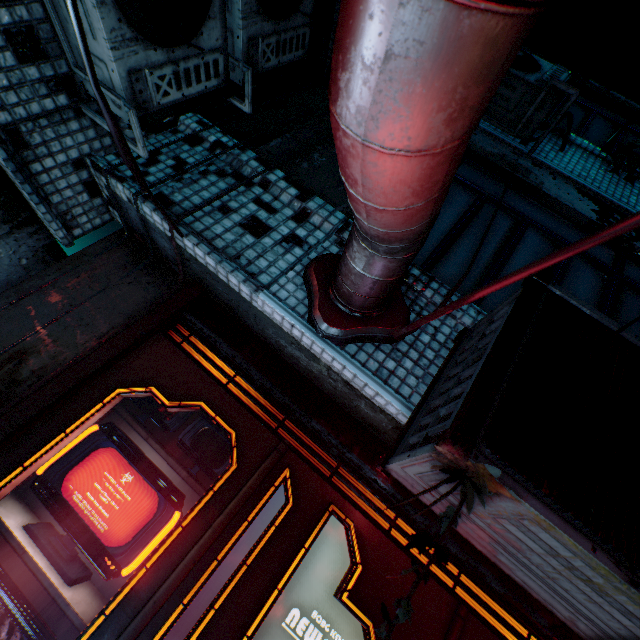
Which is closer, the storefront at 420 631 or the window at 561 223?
the storefront at 420 631

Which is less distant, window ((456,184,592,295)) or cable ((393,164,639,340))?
cable ((393,164,639,340))

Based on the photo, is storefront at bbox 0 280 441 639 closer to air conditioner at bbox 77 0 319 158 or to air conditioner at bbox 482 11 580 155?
air conditioner at bbox 77 0 319 158

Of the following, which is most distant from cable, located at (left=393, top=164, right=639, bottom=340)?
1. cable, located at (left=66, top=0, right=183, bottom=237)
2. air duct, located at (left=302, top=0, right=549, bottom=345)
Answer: cable, located at (left=66, top=0, right=183, bottom=237)

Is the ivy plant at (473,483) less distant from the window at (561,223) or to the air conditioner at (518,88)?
the window at (561,223)

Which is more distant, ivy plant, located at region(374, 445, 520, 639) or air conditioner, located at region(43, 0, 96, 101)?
air conditioner, located at region(43, 0, 96, 101)

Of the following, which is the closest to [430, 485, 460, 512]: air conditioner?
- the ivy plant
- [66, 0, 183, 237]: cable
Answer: the ivy plant

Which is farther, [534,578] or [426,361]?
[426,361]
